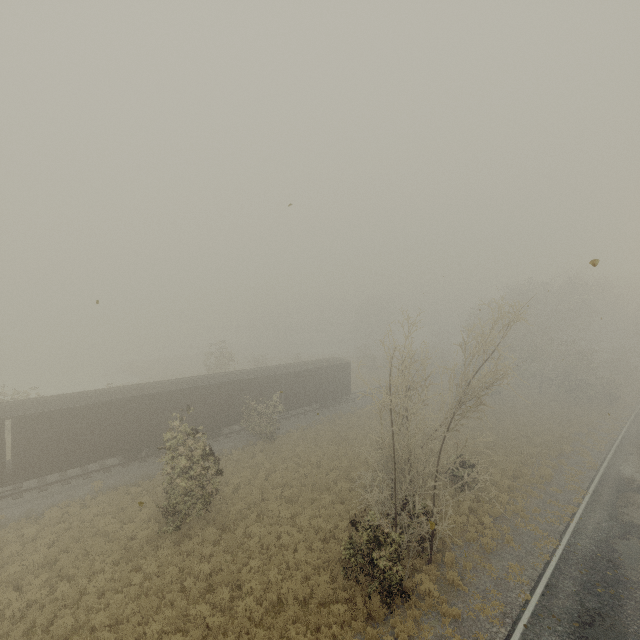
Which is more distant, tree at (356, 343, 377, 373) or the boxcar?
tree at (356, 343, 377, 373)

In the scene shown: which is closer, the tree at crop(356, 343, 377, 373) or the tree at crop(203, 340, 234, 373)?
the tree at crop(203, 340, 234, 373)

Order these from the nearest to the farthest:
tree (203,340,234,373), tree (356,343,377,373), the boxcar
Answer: the boxcar < tree (203,340,234,373) < tree (356,343,377,373)

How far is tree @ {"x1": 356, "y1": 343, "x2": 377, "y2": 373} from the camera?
55.95m

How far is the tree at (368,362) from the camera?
56.0m

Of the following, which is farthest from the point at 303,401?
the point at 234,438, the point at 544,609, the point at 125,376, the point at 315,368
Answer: the point at 125,376
